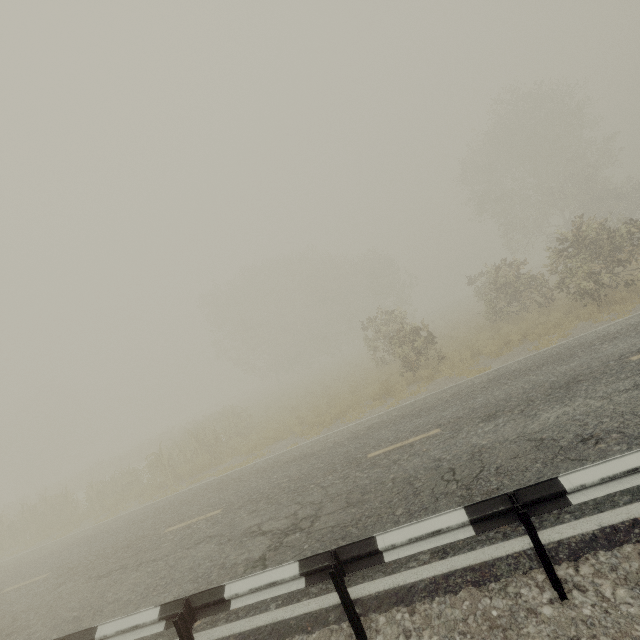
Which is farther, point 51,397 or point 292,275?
point 51,397
